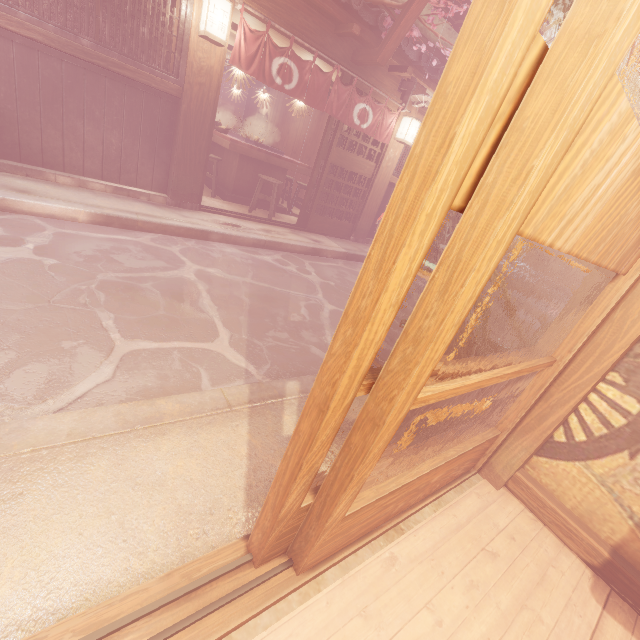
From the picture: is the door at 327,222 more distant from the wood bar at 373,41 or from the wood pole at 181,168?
the wood pole at 181,168

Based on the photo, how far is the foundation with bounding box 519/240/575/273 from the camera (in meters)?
37.19

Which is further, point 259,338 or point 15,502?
point 259,338

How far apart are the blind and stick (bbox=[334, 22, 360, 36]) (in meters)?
14.02

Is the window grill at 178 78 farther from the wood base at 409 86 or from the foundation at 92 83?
the wood base at 409 86

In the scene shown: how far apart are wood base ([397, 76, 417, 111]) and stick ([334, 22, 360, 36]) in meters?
2.8

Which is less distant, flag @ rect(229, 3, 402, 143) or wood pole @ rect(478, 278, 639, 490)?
wood pole @ rect(478, 278, 639, 490)

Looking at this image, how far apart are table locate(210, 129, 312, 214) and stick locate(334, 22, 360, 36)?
4.6 meters
